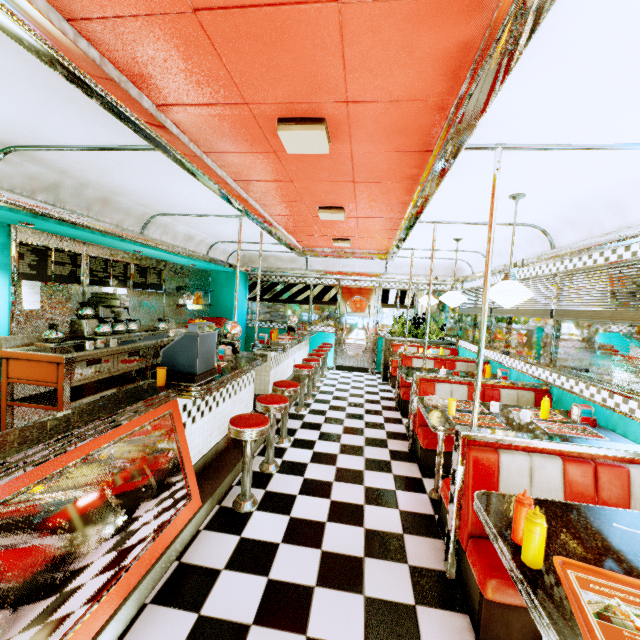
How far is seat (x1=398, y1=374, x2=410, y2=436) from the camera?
5.77m

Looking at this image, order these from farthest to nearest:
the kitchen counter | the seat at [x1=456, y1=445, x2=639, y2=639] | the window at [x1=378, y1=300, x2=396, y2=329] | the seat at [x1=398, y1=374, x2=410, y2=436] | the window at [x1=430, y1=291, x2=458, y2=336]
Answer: the window at [x1=378, y1=300, x2=396, y2=329] → the window at [x1=430, y1=291, x2=458, y2=336] → the seat at [x1=398, y1=374, x2=410, y2=436] → the kitchen counter → the seat at [x1=456, y1=445, x2=639, y2=639]

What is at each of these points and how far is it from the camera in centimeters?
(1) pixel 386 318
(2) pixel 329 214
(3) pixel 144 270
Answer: (1) window, 925cm
(2) ceiling light, 427cm
(3) menu board, 618cm

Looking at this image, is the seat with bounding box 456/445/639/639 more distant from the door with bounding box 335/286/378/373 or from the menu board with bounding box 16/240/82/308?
the door with bounding box 335/286/378/373

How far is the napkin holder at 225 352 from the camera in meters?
3.9 m

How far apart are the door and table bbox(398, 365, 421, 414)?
3.8m

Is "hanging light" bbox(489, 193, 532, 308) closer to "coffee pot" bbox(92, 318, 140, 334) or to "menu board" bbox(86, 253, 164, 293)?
"coffee pot" bbox(92, 318, 140, 334)

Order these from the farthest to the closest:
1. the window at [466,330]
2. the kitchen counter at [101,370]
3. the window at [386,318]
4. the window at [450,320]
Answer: the window at [386,318] → the window at [450,320] → the window at [466,330] → the kitchen counter at [101,370]
